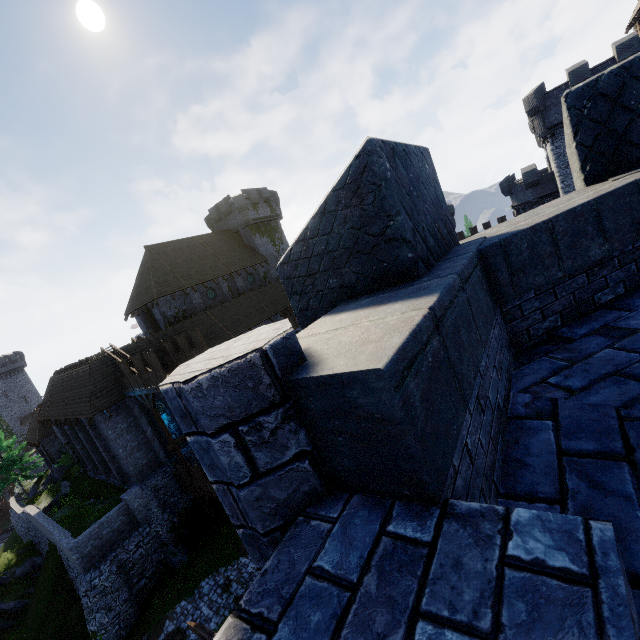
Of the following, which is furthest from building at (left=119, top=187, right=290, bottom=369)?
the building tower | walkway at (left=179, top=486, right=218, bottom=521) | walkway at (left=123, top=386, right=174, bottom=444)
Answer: the building tower

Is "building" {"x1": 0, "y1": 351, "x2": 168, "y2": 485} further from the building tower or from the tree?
the building tower

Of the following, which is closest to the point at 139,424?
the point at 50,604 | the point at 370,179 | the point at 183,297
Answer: the point at 183,297

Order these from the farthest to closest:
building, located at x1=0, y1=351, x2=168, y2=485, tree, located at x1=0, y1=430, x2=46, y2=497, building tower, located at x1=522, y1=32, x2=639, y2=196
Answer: tree, located at x1=0, y1=430, x2=46, y2=497, building tower, located at x1=522, y1=32, x2=639, y2=196, building, located at x1=0, y1=351, x2=168, y2=485

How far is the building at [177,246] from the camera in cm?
2931

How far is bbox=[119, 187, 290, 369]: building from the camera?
29.3m

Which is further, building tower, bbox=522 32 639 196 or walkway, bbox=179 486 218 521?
building tower, bbox=522 32 639 196

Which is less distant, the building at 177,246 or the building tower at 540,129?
the building tower at 540,129
